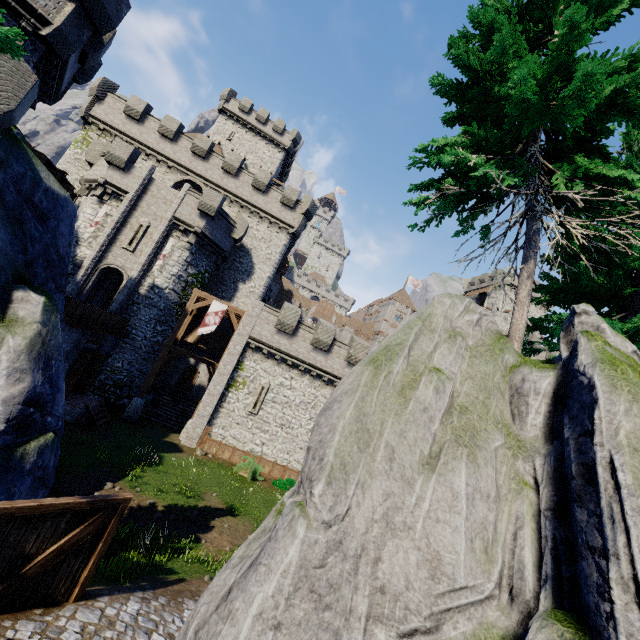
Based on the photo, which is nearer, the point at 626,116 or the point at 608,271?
the point at 626,116

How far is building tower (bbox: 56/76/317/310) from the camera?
27.3 meters

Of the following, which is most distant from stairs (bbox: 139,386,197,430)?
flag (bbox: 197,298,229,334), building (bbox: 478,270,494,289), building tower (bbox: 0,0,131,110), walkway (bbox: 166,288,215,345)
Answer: building (bbox: 478,270,494,289)

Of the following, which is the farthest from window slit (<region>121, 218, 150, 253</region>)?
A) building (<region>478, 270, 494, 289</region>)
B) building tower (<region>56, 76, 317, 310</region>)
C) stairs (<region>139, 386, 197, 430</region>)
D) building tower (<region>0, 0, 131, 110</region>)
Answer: building (<region>478, 270, 494, 289</region>)

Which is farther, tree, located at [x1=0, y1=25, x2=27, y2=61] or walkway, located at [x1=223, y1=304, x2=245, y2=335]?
walkway, located at [x1=223, y1=304, x2=245, y2=335]

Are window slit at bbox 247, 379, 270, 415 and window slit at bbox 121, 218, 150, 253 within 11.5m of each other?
no

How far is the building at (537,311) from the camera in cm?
5521
